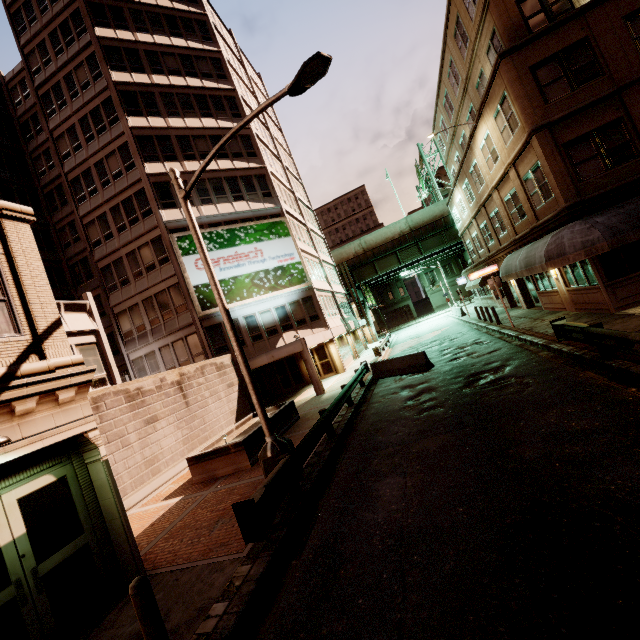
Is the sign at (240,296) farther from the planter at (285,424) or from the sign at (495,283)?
the sign at (495,283)

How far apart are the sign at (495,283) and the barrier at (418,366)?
5.3m

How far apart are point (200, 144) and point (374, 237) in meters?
27.1 m

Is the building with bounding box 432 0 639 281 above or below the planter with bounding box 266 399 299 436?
above

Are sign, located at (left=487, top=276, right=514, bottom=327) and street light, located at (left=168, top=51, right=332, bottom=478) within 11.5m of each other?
no

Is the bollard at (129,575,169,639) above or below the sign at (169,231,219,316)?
below

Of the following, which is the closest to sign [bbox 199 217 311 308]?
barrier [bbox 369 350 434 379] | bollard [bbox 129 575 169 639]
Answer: barrier [bbox 369 350 434 379]

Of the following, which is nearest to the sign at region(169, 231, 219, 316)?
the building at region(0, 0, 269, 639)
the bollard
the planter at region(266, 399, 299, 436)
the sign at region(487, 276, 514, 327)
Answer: the building at region(0, 0, 269, 639)
